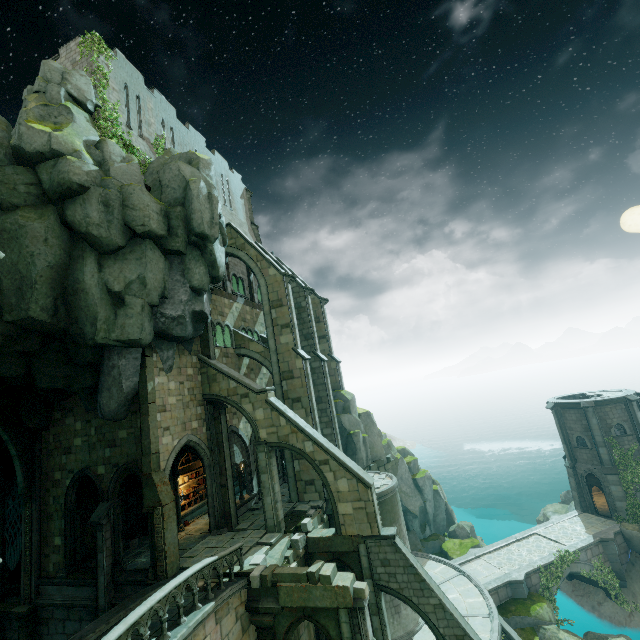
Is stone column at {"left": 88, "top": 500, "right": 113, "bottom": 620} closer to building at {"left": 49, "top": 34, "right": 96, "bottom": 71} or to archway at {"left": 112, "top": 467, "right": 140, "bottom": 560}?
archway at {"left": 112, "top": 467, "right": 140, "bottom": 560}

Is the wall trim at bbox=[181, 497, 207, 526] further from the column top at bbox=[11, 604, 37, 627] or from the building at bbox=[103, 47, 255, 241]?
the column top at bbox=[11, 604, 37, 627]

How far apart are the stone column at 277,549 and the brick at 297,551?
0.03m

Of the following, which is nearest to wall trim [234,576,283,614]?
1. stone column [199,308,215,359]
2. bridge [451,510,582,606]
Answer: stone column [199,308,215,359]

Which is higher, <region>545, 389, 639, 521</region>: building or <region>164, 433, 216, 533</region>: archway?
<region>164, 433, 216, 533</region>: archway

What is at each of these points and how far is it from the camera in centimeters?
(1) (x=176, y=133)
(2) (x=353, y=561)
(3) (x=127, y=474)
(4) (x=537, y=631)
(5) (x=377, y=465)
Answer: (1) building, 2631cm
(2) arch, 1584cm
(3) archway, 1625cm
(4) rock, 2000cm
(5) brick, 2844cm

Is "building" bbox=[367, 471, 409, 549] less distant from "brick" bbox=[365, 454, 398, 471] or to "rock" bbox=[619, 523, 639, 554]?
"brick" bbox=[365, 454, 398, 471]

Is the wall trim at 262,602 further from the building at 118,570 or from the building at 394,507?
the building at 394,507
